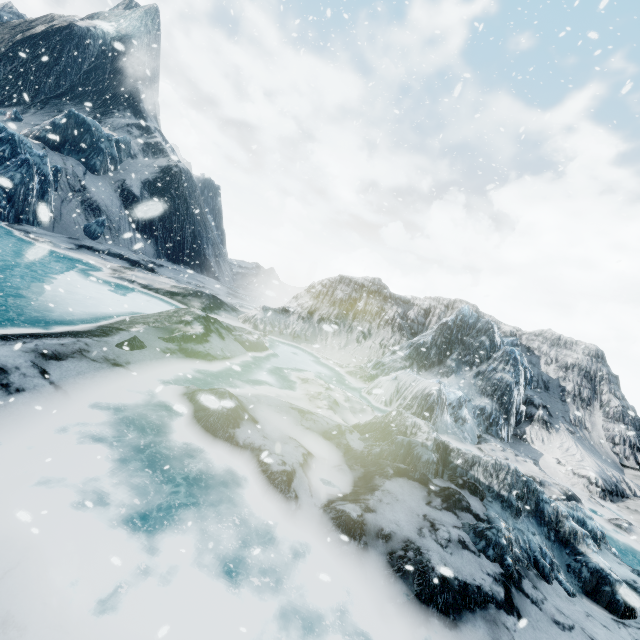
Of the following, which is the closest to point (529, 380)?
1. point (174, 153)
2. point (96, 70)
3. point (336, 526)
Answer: point (336, 526)
